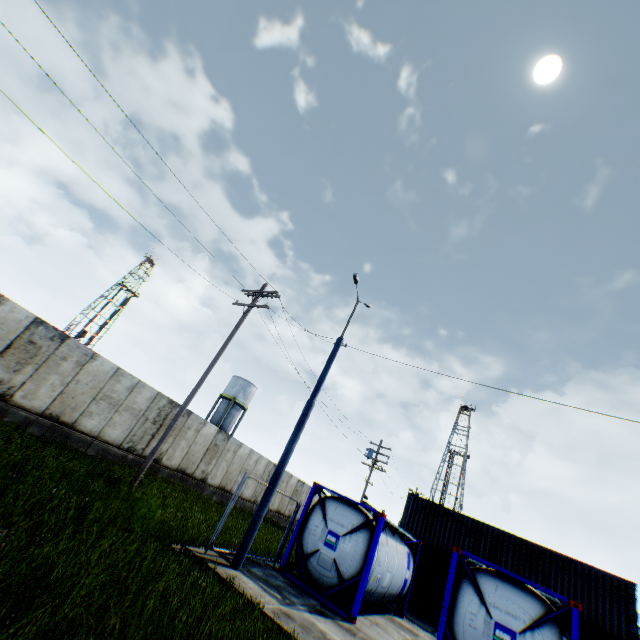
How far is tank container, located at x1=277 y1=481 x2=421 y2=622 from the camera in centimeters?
1020cm

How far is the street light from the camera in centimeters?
898cm

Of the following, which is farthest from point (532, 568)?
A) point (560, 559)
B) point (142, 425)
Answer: point (142, 425)

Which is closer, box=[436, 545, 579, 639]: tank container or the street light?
box=[436, 545, 579, 639]: tank container

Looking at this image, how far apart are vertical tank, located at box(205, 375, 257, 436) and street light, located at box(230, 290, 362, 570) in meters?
34.5

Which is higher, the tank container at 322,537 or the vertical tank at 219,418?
the vertical tank at 219,418

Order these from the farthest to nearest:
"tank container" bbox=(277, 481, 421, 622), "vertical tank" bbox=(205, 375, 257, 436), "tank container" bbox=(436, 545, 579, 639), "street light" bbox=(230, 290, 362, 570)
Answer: "vertical tank" bbox=(205, 375, 257, 436)
"tank container" bbox=(277, 481, 421, 622)
"street light" bbox=(230, 290, 362, 570)
"tank container" bbox=(436, 545, 579, 639)

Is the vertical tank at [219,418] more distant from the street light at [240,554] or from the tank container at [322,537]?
the street light at [240,554]
